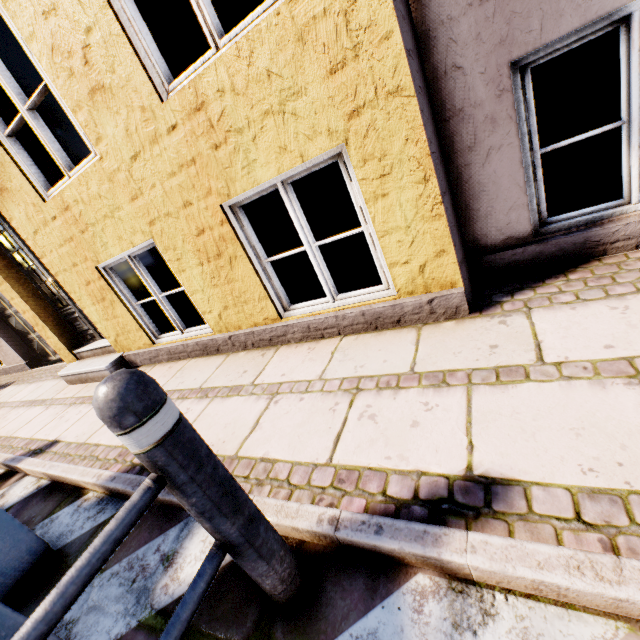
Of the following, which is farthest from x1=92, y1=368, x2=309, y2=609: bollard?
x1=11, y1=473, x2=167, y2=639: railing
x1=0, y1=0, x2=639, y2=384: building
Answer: x1=0, y1=0, x2=639, y2=384: building

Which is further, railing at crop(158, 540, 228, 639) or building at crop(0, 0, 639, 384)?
building at crop(0, 0, 639, 384)

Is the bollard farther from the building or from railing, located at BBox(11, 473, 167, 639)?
the building

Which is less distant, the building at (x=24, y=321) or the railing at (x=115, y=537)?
the railing at (x=115, y=537)

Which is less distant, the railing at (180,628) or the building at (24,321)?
the railing at (180,628)

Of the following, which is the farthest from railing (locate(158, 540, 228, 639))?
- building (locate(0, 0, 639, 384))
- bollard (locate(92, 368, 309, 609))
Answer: building (locate(0, 0, 639, 384))

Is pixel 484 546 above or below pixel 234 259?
below
